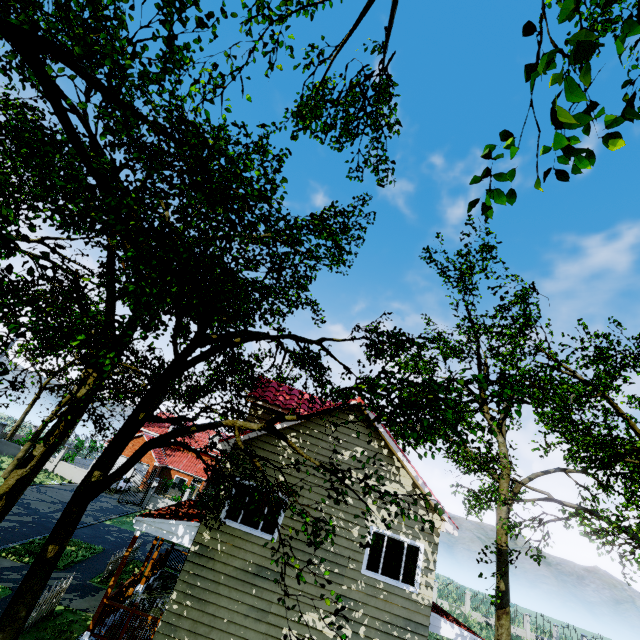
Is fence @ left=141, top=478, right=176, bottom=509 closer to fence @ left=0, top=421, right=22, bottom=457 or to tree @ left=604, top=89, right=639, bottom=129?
tree @ left=604, top=89, right=639, bottom=129

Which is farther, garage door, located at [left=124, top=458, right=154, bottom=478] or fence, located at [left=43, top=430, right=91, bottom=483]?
garage door, located at [left=124, top=458, right=154, bottom=478]

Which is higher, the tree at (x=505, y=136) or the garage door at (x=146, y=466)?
the tree at (x=505, y=136)

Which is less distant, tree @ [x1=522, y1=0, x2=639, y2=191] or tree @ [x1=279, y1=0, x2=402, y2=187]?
tree @ [x1=522, y1=0, x2=639, y2=191]

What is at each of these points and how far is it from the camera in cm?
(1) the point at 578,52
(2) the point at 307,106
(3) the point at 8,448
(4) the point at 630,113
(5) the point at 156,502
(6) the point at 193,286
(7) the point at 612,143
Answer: (1) tree, 206
(2) tree, 1502
(3) fence, 3095
(4) tree, 246
(5) fence, 3097
(6) tree, 765
(7) tree, 448

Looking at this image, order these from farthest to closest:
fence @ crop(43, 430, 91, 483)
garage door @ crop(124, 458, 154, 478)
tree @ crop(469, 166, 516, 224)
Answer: garage door @ crop(124, 458, 154, 478) → fence @ crop(43, 430, 91, 483) → tree @ crop(469, 166, 516, 224)

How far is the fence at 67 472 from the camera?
30.7 meters

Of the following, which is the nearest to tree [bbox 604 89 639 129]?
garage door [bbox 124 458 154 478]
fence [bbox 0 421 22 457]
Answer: fence [bbox 0 421 22 457]
